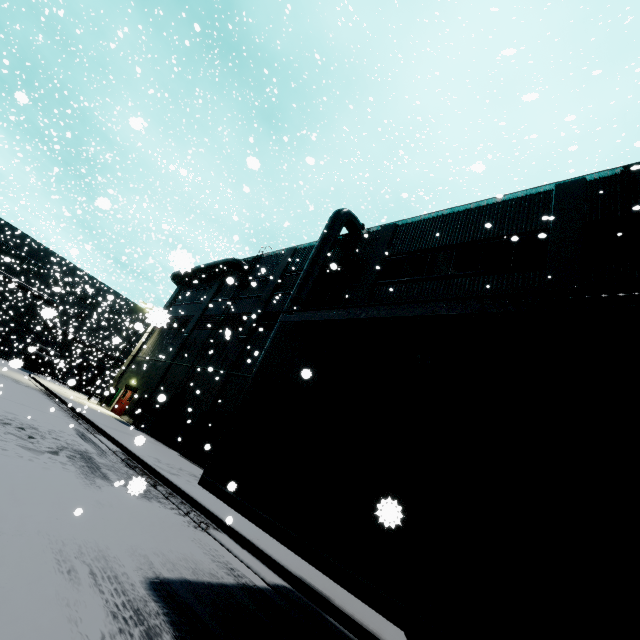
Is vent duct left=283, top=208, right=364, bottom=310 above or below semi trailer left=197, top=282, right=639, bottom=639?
above

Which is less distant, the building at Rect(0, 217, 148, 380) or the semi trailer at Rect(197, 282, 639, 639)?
the semi trailer at Rect(197, 282, 639, 639)

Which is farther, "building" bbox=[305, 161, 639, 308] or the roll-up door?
the roll-up door

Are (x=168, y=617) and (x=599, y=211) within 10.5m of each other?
no

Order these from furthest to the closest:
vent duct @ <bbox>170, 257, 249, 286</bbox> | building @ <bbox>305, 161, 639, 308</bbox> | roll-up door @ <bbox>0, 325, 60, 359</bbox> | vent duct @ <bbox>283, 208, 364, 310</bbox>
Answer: roll-up door @ <bbox>0, 325, 60, 359</bbox> → vent duct @ <bbox>170, 257, 249, 286</bbox> → vent duct @ <bbox>283, 208, 364, 310</bbox> → building @ <bbox>305, 161, 639, 308</bbox>

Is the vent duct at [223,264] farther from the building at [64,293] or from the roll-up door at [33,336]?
the roll-up door at [33,336]

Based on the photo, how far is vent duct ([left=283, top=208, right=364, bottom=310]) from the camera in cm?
1620

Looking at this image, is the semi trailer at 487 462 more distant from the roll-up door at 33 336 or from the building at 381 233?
the roll-up door at 33 336
